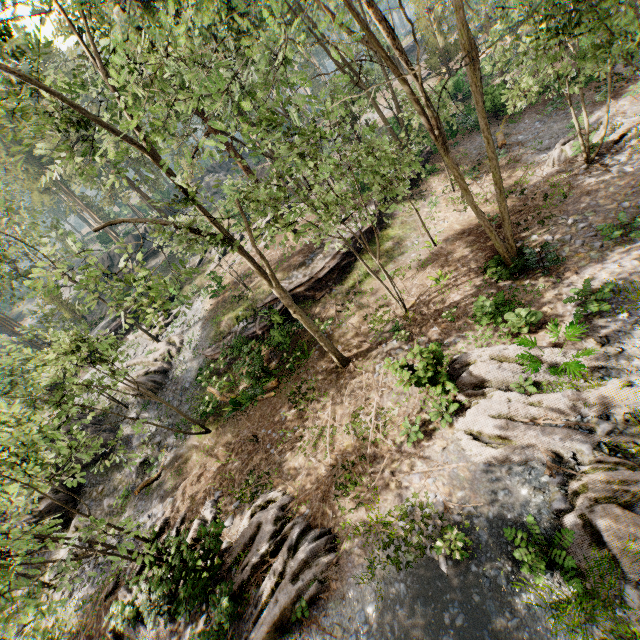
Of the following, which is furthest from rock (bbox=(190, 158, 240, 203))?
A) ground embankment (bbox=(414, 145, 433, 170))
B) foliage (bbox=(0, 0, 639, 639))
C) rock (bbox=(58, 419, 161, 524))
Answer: ground embankment (bbox=(414, 145, 433, 170))

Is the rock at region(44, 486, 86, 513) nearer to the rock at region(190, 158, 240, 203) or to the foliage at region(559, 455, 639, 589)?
the foliage at region(559, 455, 639, 589)

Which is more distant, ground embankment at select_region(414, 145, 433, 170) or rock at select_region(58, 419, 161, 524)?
ground embankment at select_region(414, 145, 433, 170)

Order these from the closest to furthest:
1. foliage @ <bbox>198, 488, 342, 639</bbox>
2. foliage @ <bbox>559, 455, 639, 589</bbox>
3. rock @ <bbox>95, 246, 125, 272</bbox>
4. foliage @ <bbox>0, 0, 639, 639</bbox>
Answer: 1. foliage @ <bbox>559, 455, 639, 589</bbox>
2. foliage @ <bbox>0, 0, 639, 639</bbox>
3. foliage @ <bbox>198, 488, 342, 639</bbox>
4. rock @ <bbox>95, 246, 125, 272</bbox>

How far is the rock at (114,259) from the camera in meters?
44.0 m

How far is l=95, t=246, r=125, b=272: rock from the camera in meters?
44.0

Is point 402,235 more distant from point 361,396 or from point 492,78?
point 492,78

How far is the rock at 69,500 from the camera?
17.31m
